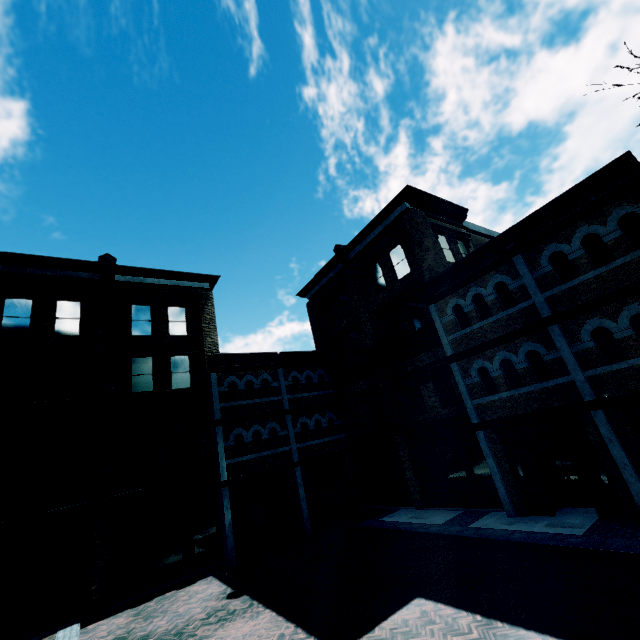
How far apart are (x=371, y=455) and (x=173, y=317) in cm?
1399
